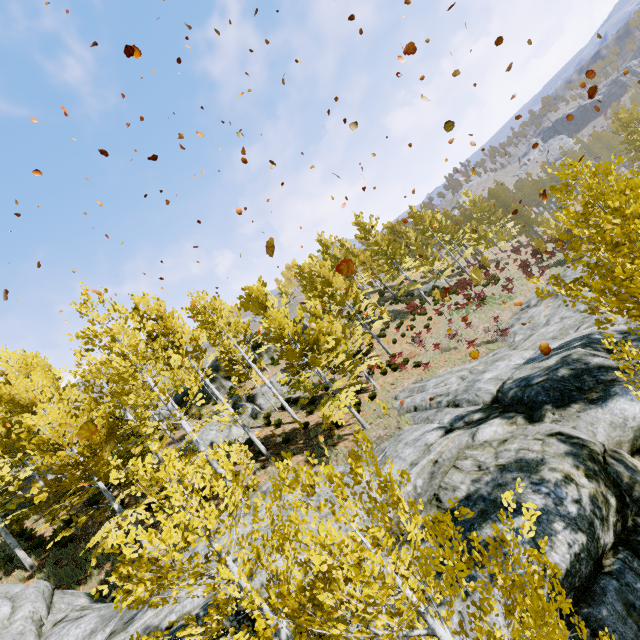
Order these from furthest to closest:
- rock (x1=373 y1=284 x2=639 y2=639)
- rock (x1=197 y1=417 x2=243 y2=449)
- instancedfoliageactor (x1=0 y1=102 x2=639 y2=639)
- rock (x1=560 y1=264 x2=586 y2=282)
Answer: rock (x1=560 y1=264 x2=586 y2=282), rock (x1=197 y1=417 x2=243 y2=449), rock (x1=373 y1=284 x2=639 y2=639), instancedfoliageactor (x1=0 y1=102 x2=639 y2=639)

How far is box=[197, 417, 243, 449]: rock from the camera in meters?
18.6 m

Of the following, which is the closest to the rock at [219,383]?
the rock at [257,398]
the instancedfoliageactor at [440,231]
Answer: the instancedfoliageactor at [440,231]

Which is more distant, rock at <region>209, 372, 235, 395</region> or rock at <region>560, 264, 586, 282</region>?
rock at <region>209, 372, 235, 395</region>

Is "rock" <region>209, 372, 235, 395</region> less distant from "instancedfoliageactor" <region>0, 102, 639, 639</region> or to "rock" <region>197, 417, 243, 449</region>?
"instancedfoliageactor" <region>0, 102, 639, 639</region>

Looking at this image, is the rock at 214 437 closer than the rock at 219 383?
Yes

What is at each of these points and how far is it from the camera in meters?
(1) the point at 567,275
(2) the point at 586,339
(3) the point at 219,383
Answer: (1) rock, 22.4 m
(2) rock, 10.4 m
(3) rock, 30.3 m

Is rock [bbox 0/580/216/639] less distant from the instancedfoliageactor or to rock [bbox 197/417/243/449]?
the instancedfoliageactor
